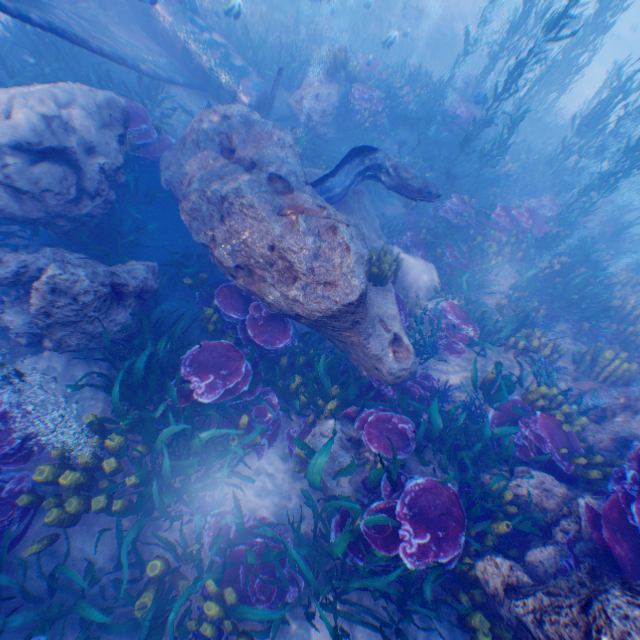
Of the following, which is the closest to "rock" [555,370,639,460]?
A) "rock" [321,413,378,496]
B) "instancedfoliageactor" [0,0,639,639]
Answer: "instancedfoliageactor" [0,0,639,639]

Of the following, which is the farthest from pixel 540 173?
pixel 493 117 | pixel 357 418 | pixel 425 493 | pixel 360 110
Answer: pixel 425 493

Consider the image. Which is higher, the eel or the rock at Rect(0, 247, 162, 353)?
the eel

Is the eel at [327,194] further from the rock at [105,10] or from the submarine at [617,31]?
the submarine at [617,31]

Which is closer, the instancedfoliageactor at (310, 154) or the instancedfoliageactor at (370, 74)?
the instancedfoliageactor at (370, 74)

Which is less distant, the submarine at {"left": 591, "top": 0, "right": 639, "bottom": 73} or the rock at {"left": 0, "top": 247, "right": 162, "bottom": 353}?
the rock at {"left": 0, "top": 247, "right": 162, "bottom": 353}

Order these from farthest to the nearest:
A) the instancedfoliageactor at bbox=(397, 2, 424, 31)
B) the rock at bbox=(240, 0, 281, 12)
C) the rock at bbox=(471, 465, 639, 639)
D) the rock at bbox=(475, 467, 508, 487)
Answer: the instancedfoliageactor at bbox=(397, 2, 424, 31) → the rock at bbox=(240, 0, 281, 12) → the rock at bbox=(475, 467, 508, 487) → the rock at bbox=(471, 465, 639, 639)

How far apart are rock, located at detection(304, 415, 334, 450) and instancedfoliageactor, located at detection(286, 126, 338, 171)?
7.2m
